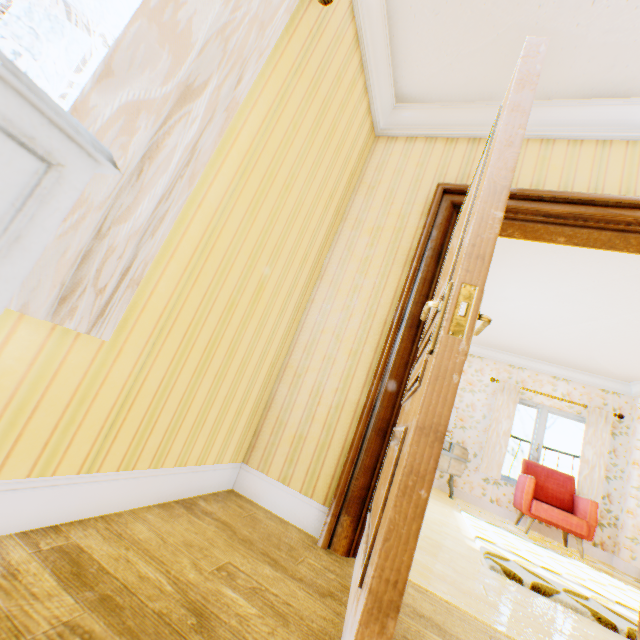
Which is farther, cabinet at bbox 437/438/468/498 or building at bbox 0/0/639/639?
cabinet at bbox 437/438/468/498

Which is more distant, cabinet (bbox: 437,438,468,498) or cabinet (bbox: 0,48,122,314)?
cabinet (bbox: 437,438,468,498)

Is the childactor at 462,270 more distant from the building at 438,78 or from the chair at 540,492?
the chair at 540,492

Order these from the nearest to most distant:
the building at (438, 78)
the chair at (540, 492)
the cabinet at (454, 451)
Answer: the building at (438, 78)
the chair at (540, 492)
the cabinet at (454, 451)

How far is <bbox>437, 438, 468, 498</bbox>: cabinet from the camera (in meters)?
5.66

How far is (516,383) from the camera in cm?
681

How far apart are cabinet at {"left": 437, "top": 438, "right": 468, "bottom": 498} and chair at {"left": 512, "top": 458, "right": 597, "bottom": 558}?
0.88m

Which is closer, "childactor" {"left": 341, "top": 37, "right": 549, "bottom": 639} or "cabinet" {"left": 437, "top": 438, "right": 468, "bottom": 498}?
"childactor" {"left": 341, "top": 37, "right": 549, "bottom": 639}
